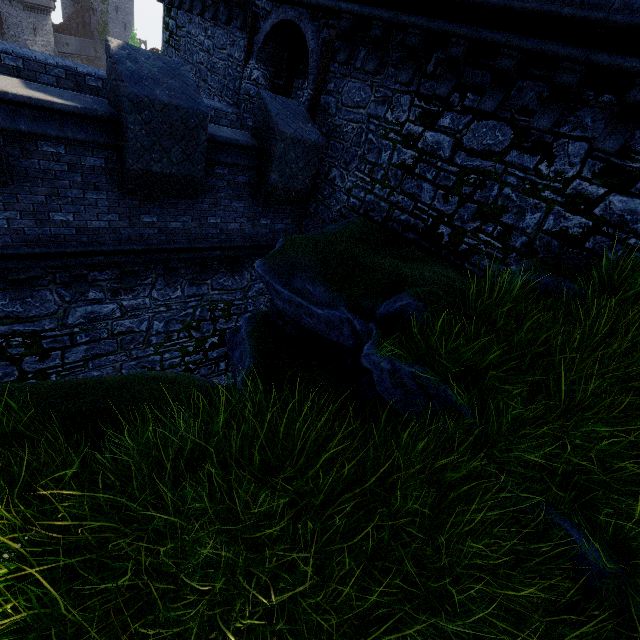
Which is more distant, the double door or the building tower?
the double door

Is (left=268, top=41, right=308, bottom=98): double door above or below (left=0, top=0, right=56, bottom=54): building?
above

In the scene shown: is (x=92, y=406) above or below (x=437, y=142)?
below

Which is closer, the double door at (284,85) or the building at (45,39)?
the double door at (284,85)

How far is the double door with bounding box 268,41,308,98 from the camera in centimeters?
1031cm

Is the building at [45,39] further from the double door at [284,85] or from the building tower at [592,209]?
the double door at [284,85]

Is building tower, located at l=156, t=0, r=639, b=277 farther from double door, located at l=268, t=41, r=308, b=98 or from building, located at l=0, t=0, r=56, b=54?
building, located at l=0, t=0, r=56, b=54
